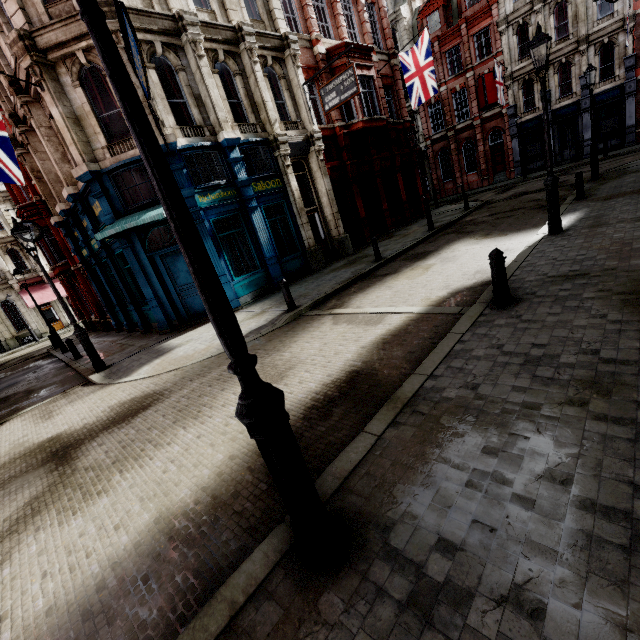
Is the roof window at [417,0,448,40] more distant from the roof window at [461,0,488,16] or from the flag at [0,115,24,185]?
the flag at [0,115,24,185]

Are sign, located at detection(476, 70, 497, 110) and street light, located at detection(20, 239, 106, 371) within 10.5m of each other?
no

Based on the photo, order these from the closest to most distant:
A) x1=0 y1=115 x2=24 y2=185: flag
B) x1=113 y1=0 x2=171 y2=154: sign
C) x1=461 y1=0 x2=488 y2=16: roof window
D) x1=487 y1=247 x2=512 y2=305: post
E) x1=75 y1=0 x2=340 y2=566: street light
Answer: x1=75 y1=0 x2=340 y2=566: street light → x1=487 y1=247 x2=512 y2=305: post → x1=113 y1=0 x2=171 y2=154: sign → x1=0 y1=115 x2=24 y2=185: flag → x1=461 y1=0 x2=488 y2=16: roof window

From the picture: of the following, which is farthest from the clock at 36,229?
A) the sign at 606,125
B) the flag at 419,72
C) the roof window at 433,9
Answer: the sign at 606,125

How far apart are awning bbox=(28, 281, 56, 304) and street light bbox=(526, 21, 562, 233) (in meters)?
38.86

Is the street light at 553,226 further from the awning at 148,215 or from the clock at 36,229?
the clock at 36,229

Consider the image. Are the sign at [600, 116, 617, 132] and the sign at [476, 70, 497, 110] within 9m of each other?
yes

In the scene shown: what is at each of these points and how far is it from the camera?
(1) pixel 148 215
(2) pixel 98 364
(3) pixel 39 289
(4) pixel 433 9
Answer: (1) awning, 10.38m
(2) street light, 10.09m
(3) awning, 31.81m
(4) roof window, 29.69m
